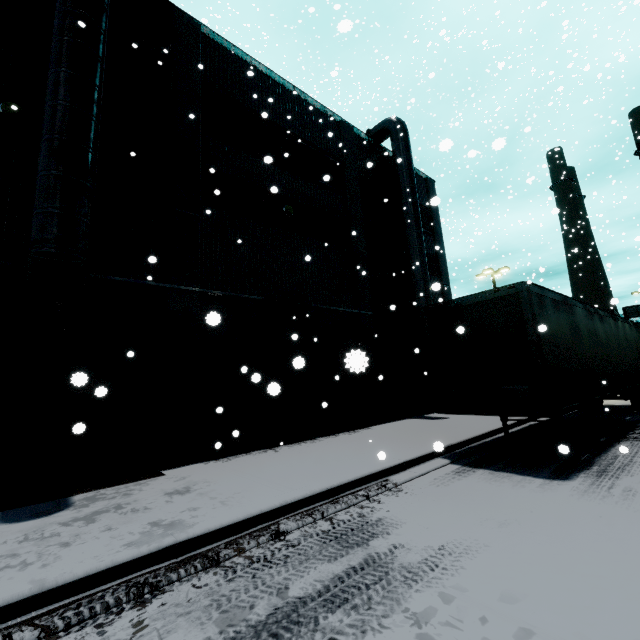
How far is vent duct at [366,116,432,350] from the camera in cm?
1512

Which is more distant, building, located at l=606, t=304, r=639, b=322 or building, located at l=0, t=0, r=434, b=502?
building, located at l=606, t=304, r=639, b=322

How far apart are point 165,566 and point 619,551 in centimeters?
539cm

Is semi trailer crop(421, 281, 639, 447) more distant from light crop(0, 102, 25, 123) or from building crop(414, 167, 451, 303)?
light crop(0, 102, 25, 123)

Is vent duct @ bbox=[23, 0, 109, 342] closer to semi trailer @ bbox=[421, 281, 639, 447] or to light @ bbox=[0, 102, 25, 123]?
light @ bbox=[0, 102, 25, 123]

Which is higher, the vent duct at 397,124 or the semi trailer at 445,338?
the vent duct at 397,124

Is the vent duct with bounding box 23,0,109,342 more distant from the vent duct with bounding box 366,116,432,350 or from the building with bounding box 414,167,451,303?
the vent duct with bounding box 366,116,432,350

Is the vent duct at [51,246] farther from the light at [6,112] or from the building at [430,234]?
the light at [6,112]
